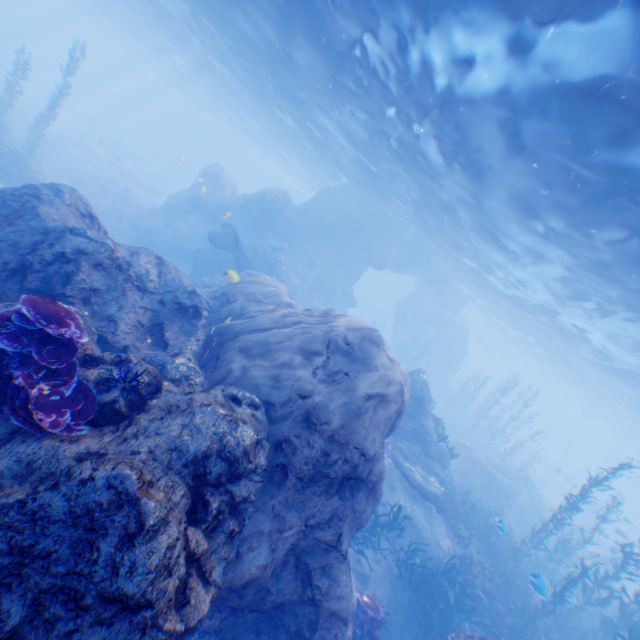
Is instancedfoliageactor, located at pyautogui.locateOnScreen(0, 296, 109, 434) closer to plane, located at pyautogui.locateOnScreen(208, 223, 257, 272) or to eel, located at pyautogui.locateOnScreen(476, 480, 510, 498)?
plane, located at pyautogui.locateOnScreen(208, 223, 257, 272)

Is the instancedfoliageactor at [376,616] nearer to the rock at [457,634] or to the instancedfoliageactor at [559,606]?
the rock at [457,634]

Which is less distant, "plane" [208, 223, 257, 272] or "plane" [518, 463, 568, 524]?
"plane" [208, 223, 257, 272]

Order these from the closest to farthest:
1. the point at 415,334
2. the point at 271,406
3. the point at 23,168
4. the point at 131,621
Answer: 1. the point at 131,621
2. the point at 271,406
3. the point at 23,168
4. the point at 415,334

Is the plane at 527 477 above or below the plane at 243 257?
below

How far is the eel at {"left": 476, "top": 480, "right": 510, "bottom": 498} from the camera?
19.22m

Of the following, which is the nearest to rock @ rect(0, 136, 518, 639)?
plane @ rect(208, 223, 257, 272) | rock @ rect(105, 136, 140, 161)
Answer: plane @ rect(208, 223, 257, 272)

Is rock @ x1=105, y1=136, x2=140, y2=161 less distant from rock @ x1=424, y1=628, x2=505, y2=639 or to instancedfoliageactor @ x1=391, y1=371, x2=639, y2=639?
rock @ x1=424, y1=628, x2=505, y2=639
